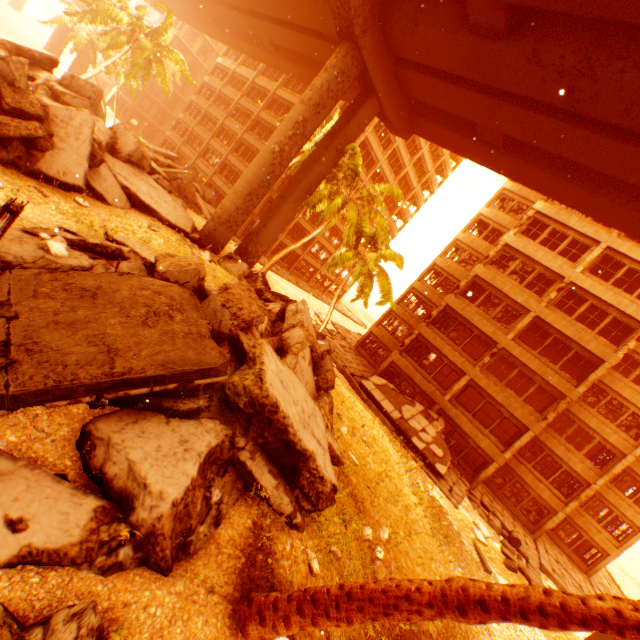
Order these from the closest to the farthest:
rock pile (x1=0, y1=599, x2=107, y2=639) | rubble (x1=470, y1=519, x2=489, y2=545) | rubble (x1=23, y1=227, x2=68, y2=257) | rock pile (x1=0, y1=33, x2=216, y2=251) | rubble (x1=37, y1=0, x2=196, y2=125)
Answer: rock pile (x1=0, y1=599, x2=107, y2=639), rubble (x1=23, y1=227, x2=68, y2=257), rock pile (x1=0, y1=33, x2=216, y2=251), rubble (x1=470, y1=519, x2=489, y2=545), rubble (x1=37, y1=0, x2=196, y2=125)

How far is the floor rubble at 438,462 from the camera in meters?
19.3

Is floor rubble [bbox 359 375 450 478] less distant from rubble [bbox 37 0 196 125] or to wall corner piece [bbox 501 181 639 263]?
rubble [bbox 37 0 196 125]

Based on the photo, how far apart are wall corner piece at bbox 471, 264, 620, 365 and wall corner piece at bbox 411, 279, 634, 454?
2.1 meters

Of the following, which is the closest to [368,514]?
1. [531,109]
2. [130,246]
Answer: [130,246]

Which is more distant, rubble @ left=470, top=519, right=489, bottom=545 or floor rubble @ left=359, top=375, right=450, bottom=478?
floor rubble @ left=359, top=375, right=450, bottom=478

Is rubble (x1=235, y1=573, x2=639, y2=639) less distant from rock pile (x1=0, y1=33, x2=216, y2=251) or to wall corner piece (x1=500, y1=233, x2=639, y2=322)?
rock pile (x1=0, y1=33, x2=216, y2=251)

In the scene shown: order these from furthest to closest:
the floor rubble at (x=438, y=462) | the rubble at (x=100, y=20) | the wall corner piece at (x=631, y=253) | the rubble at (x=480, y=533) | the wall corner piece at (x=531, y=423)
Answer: the rubble at (x=100, y=20) < the wall corner piece at (x=531, y=423) < the wall corner piece at (x=631, y=253) < the floor rubble at (x=438, y=462) < the rubble at (x=480, y=533)
